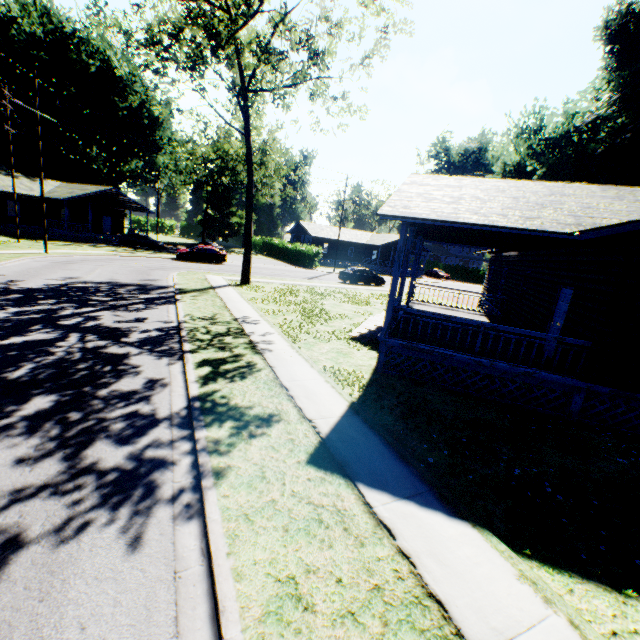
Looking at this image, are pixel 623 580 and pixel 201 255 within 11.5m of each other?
no

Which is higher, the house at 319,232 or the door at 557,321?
the house at 319,232

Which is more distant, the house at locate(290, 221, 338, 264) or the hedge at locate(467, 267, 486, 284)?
the hedge at locate(467, 267, 486, 284)

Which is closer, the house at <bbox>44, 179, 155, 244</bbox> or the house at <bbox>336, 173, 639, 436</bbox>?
the house at <bbox>336, 173, 639, 436</bbox>

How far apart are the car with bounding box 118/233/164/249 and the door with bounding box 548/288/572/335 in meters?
40.0

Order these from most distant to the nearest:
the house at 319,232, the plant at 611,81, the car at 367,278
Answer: the house at 319,232, the car at 367,278, the plant at 611,81

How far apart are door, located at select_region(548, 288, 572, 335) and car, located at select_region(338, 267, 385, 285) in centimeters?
2092cm

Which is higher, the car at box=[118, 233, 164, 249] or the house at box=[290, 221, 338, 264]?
the house at box=[290, 221, 338, 264]
